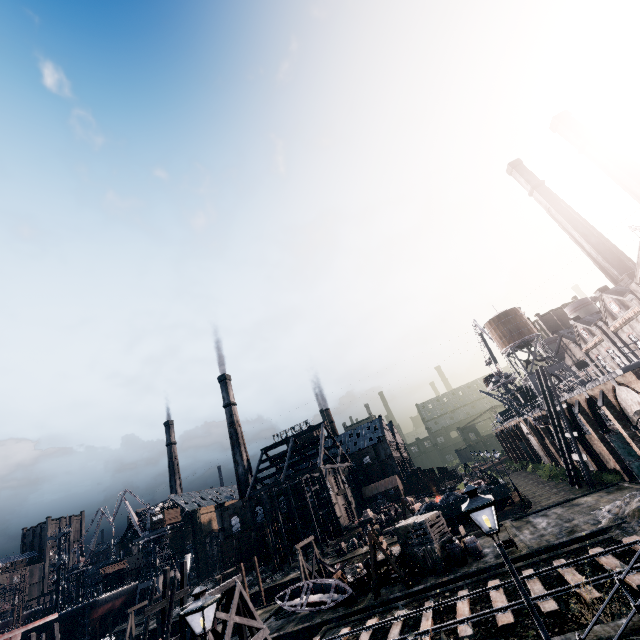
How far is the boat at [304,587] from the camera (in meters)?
24.75

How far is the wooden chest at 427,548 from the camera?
24.27m

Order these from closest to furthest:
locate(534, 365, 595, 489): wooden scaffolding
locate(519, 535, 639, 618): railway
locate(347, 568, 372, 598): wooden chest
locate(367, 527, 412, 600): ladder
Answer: locate(519, 535, 639, 618): railway → locate(367, 527, 412, 600): ladder → locate(347, 568, 372, 598): wooden chest → locate(534, 365, 595, 489): wooden scaffolding

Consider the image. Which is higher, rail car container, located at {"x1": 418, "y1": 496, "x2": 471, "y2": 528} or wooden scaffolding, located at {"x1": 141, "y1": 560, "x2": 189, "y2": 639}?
wooden scaffolding, located at {"x1": 141, "y1": 560, "x2": 189, "y2": 639}

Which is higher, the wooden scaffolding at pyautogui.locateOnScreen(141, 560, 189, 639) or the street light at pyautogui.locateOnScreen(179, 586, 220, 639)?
the street light at pyautogui.locateOnScreen(179, 586, 220, 639)

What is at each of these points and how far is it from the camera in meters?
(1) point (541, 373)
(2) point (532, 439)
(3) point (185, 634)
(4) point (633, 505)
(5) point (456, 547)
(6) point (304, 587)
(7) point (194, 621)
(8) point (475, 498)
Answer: (1) wooden scaffolding, 37.3 m
(2) building, 55.2 m
(3) wooden support structure, 19.2 m
(4) stone debris, 20.6 m
(5) wooden barrel, 24.2 m
(6) boat, 28.0 m
(7) wooden support structure, 19.3 m
(8) street light, 7.7 m

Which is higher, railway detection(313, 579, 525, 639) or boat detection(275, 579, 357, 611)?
boat detection(275, 579, 357, 611)

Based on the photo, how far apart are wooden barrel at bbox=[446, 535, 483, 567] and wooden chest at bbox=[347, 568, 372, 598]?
6.8m
